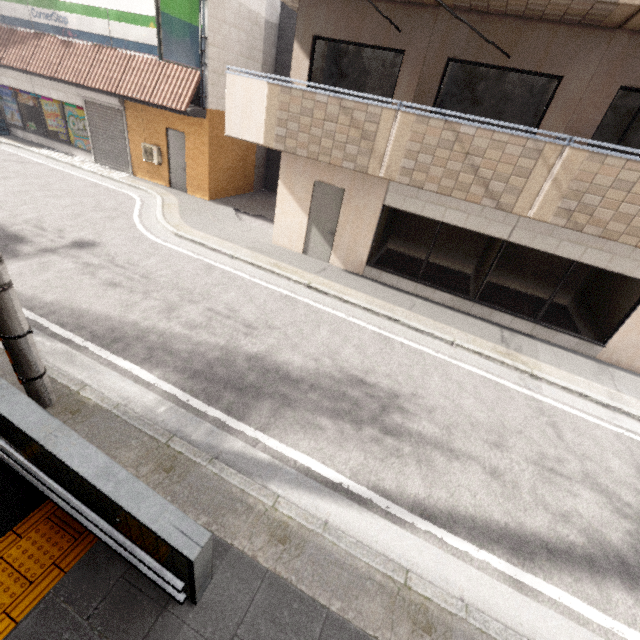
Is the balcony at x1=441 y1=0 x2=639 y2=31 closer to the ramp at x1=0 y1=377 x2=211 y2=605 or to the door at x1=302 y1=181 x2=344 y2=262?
the door at x1=302 y1=181 x2=344 y2=262

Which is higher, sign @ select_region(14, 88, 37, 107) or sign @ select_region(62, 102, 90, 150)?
sign @ select_region(14, 88, 37, 107)

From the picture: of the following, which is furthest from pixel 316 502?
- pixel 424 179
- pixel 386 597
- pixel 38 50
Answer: pixel 38 50

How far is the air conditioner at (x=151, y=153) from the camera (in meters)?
12.05

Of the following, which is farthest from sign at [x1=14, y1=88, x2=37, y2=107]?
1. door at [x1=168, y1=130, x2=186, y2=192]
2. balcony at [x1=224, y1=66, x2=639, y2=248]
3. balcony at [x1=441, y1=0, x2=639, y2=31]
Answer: balcony at [x1=441, y1=0, x2=639, y2=31]

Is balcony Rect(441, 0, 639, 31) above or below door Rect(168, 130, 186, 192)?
above

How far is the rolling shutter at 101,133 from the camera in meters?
12.1

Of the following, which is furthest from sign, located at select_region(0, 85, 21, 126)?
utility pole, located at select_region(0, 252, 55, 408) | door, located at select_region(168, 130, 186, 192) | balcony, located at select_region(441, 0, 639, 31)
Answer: utility pole, located at select_region(0, 252, 55, 408)
